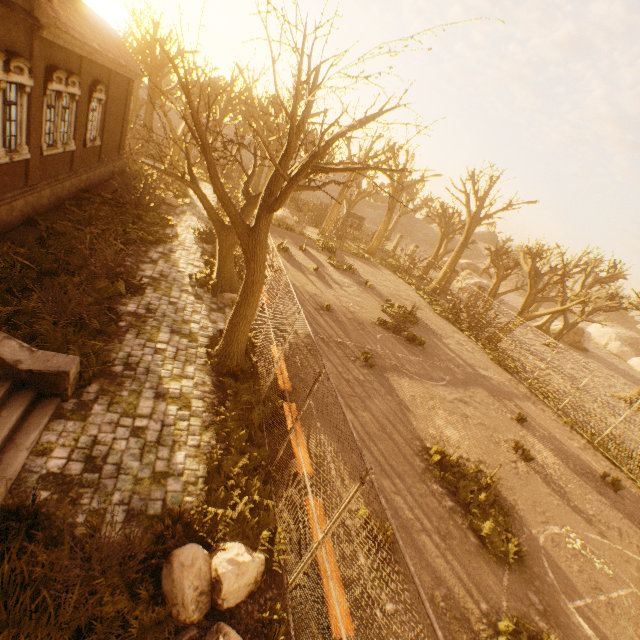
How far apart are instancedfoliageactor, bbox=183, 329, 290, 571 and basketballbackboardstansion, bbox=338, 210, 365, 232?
20.2m

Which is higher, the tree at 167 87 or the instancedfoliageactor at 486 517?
the tree at 167 87

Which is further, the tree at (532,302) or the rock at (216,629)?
the tree at (532,302)

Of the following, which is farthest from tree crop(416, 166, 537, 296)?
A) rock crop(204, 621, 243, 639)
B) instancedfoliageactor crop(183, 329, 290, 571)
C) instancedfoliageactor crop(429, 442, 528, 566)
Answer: instancedfoliageactor crop(429, 442, 528, 566)

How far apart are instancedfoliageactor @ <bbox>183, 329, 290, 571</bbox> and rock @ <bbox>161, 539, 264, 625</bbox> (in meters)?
0.02

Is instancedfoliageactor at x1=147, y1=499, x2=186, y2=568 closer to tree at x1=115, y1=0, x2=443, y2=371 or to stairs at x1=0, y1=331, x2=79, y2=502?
stairs at x1=0, y1=331, x2=79, y2=502

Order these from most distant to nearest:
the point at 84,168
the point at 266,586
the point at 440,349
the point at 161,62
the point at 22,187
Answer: the point at 161,62 → the point at 440,349 → the point at 84,168 → the point at 22,187 → the point at 266,586

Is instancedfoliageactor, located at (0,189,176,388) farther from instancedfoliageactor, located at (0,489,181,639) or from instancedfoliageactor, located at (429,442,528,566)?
instancedfoliageactor, located at (429,442,528,566)
